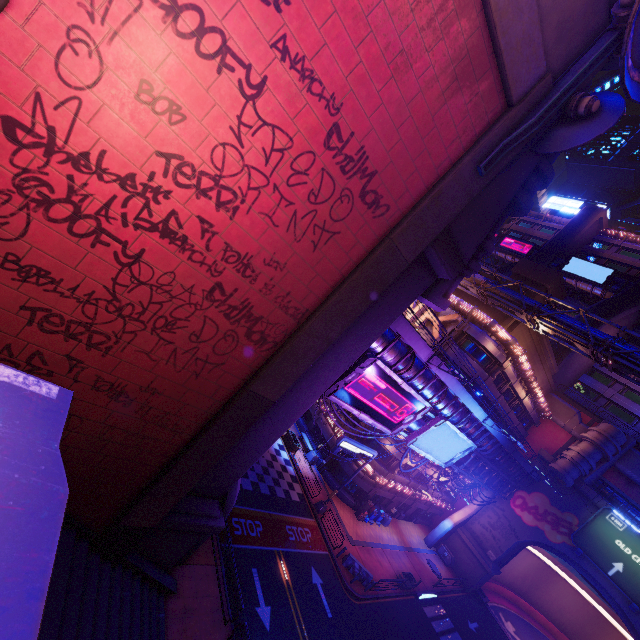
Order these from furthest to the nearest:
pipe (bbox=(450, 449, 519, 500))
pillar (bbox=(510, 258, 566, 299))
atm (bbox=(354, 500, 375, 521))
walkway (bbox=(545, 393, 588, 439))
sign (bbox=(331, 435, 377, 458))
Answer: walkway (bbox=(545, 393, 588, 439)) → atm (bbox=(354, 500, 375, 521)) → pillar (bbox=(510, 258, 566, 299)) → pipe (bbox=(450, 449, 519, 500)) → sign (bbox=(331, 435, 377, 458))

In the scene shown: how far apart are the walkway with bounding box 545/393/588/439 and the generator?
21.3m

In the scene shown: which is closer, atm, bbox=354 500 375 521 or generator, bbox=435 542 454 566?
atm, bbox=354 500 375 521

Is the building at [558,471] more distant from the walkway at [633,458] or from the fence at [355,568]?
the fence at [355,568]

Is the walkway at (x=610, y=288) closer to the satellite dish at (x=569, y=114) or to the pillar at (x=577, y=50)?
the pillar at (x=577, y=50)

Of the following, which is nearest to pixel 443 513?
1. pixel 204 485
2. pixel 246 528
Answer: pixel 246 528

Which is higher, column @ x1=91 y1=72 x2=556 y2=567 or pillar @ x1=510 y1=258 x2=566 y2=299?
pillar @ x1=510 y1=258 x2=566 y2=299

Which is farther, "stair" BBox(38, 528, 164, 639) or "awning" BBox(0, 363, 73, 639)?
"stair" BBox(38, 528, 164, 639)
